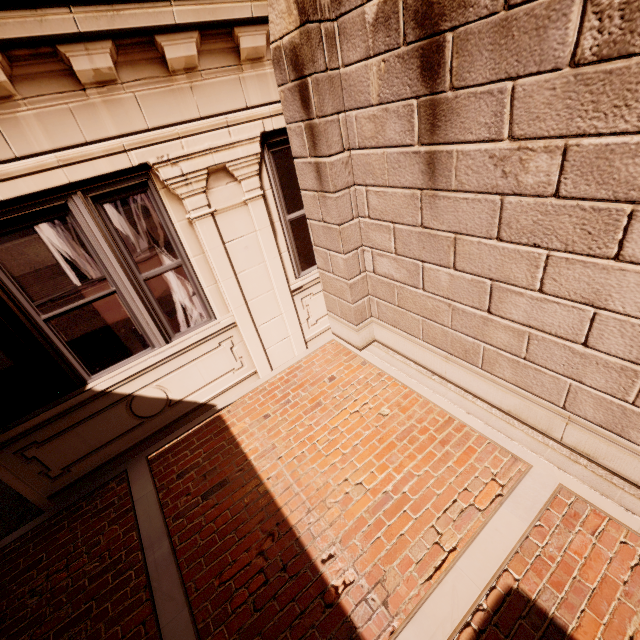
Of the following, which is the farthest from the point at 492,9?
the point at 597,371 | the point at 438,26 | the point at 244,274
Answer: the point at 244,274
